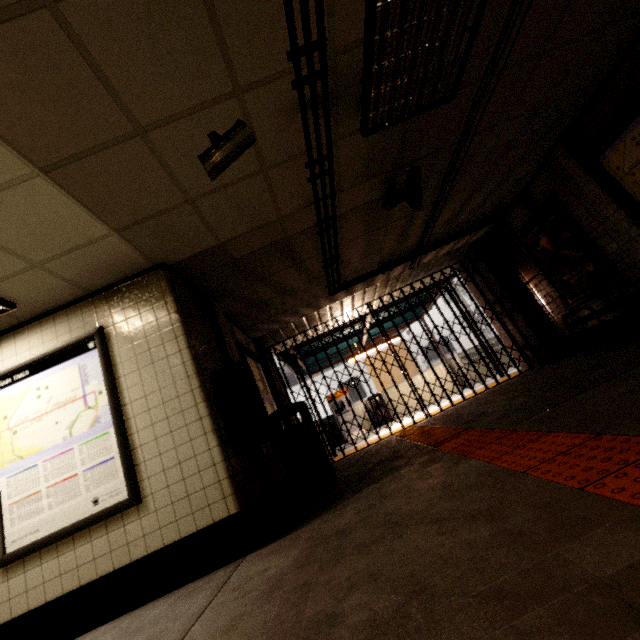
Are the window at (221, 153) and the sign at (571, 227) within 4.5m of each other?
no

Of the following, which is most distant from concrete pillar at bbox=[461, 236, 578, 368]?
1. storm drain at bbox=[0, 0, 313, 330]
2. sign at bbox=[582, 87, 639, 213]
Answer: Answer: storm drain at bbox=[0, 0, 313, 330]

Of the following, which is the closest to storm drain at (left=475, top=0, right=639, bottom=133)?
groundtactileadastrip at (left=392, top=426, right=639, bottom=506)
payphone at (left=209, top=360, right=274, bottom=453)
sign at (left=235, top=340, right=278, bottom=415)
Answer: payphone at (left=209, top=360, right=274, bottom=453)

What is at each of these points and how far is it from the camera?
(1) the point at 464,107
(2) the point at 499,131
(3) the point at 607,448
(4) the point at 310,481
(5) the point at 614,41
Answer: (1) storm drain, 3.4m
(2) building, 4.0m
(3) groundtactileadastrip, 1.6m
(4) trash can, 4.1m
(5) storm drain, 3.4m

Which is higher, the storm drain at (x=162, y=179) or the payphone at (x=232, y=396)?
the storm drain at (x=162, y=179)

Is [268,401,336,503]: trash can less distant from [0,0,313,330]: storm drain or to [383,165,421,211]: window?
[0,0,313,330]: storm drain

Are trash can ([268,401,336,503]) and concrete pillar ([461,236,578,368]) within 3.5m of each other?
no

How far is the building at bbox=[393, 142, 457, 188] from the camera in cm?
386
